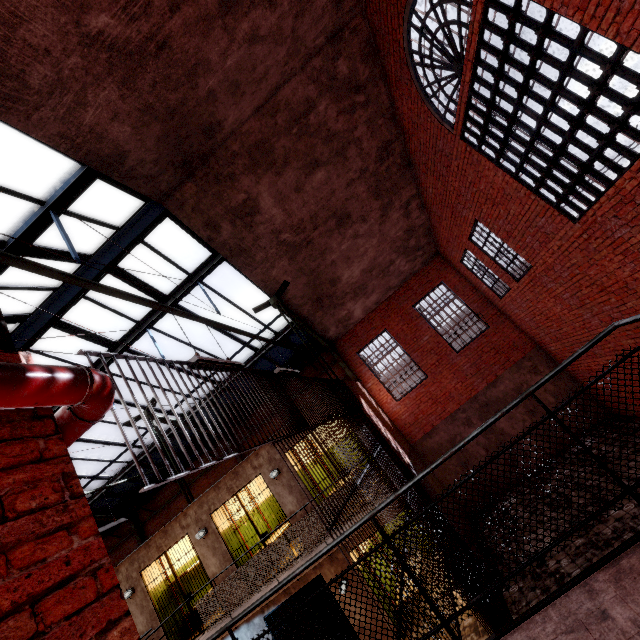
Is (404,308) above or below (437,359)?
above

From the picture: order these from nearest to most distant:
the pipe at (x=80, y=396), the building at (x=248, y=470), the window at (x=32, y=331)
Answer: the pipe at (x=80, y=396), the window at (x=32, y=331), the building at (x=248, y=470)

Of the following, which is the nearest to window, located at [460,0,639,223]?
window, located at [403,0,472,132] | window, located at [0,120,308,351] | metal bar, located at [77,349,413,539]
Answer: window, located at [403,0,472,132]

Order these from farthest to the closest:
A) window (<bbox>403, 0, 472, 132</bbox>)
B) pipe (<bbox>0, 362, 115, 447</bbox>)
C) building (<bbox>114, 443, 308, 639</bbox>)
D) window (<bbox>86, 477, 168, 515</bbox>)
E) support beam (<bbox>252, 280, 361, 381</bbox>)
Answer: window (<bbox>86, 477, 168, 515</bbox>) < support beam (<bbox>252, 280, 361, 381</bbox>) < building (<bbox>114, 443, 308, 639</bbox>) < window (<bbox>403, 0, 472, 132</bbox>) < pipe (<bbox>0, 362, 115, 447</bbox>)

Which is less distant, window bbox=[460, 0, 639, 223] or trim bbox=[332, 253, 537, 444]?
window bbox=[460, 0, 639, 223]

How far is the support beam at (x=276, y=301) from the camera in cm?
984

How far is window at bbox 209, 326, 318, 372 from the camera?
11.51m

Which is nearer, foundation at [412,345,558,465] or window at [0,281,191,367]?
window at [0,281,191,367]
